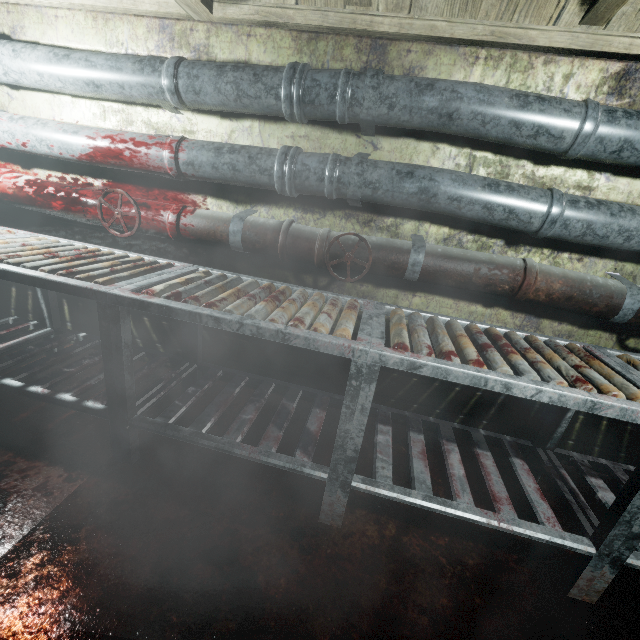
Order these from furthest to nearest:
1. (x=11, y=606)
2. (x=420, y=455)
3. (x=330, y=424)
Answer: (x=330, y=424), (x=420, y=455), (x=11, y=606)

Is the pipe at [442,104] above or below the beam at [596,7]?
below

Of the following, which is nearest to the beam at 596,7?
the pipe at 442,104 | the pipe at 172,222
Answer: the pipe at 442,104

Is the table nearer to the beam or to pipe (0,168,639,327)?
pipe (0,168,639,327)

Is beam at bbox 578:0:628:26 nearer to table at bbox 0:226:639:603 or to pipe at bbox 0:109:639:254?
pipe at bbox 0:109:639:254

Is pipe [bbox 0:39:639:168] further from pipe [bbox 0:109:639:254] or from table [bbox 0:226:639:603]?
table [bbox 0:226:639:603]
